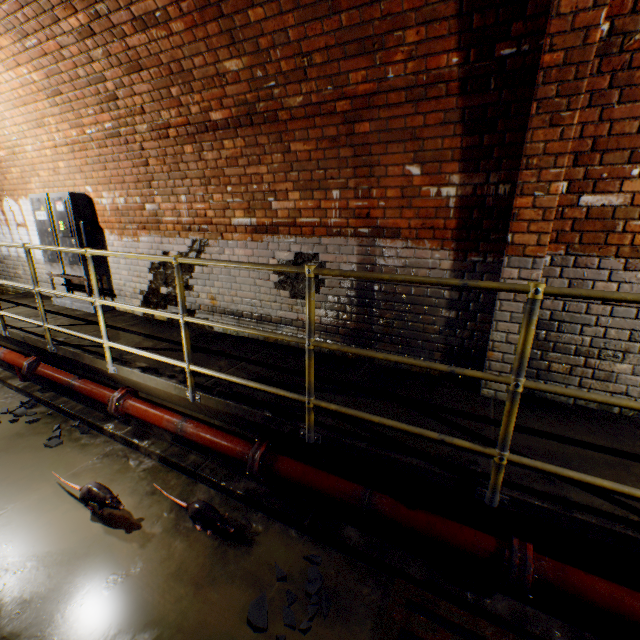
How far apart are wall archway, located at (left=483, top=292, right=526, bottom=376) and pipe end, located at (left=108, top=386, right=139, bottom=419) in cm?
379

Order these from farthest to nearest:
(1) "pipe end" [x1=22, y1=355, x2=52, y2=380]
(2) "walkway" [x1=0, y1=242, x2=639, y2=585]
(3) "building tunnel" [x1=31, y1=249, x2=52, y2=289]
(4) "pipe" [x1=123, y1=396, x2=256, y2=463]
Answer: (3) "building tunnel" [x1=31, y1=249, x2=52, y2=289], (1) "pipe end" [x1=22, y1=355, x2=52, y2=380], (4) "pipe" [x1=123, y1=396, x2=256, y2=463], (2) "walkway" [x1=0, y1=242, x2=639, y2=585]

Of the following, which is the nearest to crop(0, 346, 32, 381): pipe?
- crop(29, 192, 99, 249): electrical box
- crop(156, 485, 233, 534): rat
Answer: crop(29, 192, 99, 249): electrical box

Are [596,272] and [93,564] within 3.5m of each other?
no

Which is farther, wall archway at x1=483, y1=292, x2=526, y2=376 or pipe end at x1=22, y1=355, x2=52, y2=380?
pipe end at x1=22, y1=355, x2=52, y2=380

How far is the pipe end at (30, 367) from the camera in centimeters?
450cm

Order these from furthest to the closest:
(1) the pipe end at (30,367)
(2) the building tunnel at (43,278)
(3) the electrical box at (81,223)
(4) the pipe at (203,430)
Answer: (2) the building tunnel at (43,278) → (3) the electrical box at (81,223) → (1) the pipe end at (30,367) → (4) the pipe at (203,430)

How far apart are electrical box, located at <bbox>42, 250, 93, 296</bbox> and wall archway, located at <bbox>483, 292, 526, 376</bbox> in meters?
5.8
